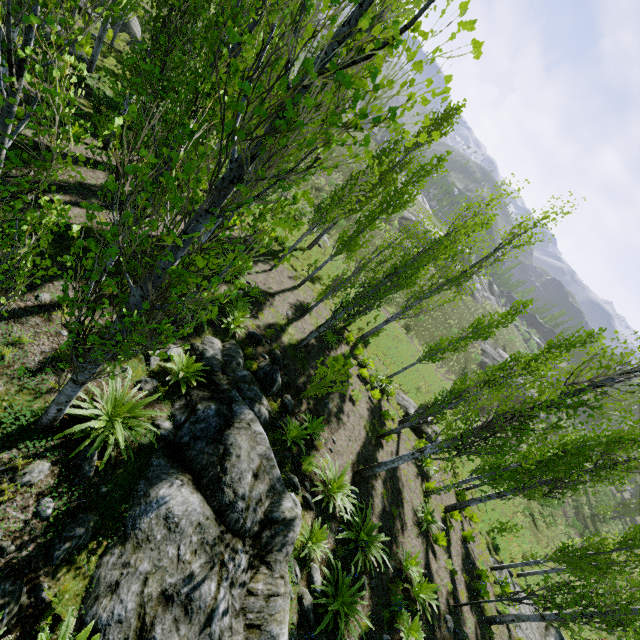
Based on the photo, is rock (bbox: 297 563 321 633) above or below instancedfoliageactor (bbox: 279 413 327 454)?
above

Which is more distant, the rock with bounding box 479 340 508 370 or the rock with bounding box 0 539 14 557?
the rock with bounding box 479 340 508 370

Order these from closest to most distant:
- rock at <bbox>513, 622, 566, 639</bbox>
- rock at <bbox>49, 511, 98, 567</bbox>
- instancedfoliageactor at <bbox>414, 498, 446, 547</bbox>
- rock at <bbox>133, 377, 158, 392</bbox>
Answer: rock at <bbox>49, 511, 98, 567</bbox>, rock at <bbox>133, 377, 158, 392</bbox>, instancedfoliageactor at <bbox>414, 498, 446, 547</bbox>, rock at <bbox>513, 622, 566, 639</bbox>

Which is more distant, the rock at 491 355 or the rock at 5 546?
the rock at 491 355

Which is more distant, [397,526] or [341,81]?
[397,526]

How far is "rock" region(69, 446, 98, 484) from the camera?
5.1m

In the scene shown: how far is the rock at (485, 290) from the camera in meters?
53.6 m

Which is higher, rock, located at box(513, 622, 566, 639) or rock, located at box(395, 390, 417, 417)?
rock, located at box(513, 622, 566, 639)
